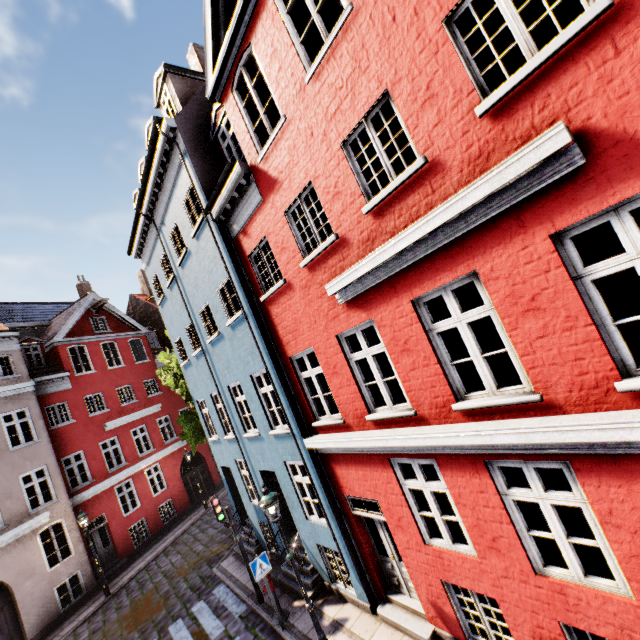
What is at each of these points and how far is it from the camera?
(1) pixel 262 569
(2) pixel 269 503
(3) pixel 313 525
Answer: (1) sign, 8.54m
(2) street light, 7.15m
(3) building, 8.89m

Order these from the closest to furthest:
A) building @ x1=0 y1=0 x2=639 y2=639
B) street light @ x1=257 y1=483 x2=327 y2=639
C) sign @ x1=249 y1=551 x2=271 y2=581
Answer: building @ x1=0 y1=0 x2=639 y2=639 < street light @ x1=257 y1=483 x2=327 y2=639 < sign @ x1=249 y1=551 x2=271 y2=581

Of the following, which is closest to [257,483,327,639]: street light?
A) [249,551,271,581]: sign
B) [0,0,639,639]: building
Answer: [0,0,639,639]: building

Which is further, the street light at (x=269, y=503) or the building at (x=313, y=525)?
the street light at (x=269, y=503)

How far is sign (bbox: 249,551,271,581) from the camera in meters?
8.4

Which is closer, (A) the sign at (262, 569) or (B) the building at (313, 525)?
(B) the building at (313, 525)

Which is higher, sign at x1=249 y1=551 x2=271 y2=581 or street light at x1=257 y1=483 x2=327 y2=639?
street light at x1=257 y1=483 x2=327 y2=639
